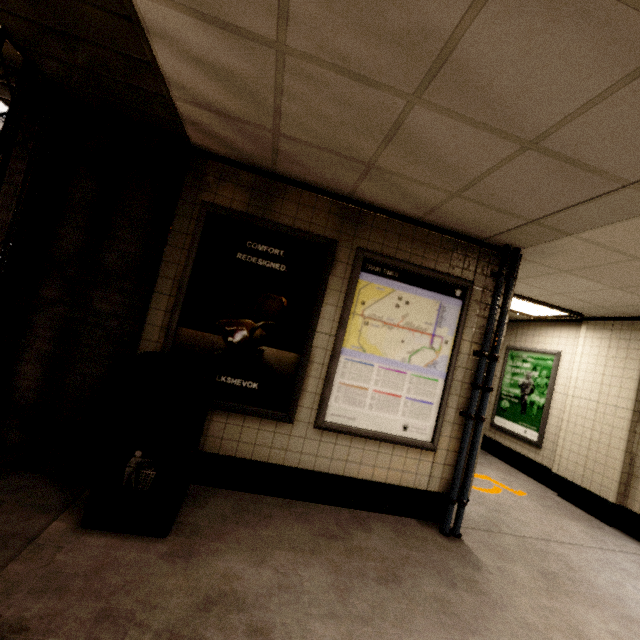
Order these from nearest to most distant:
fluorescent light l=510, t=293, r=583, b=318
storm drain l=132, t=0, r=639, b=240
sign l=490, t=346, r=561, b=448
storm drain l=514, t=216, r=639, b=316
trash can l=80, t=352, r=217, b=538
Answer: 1. storm drain l=132, t=0, r=639, b=240
2. trash can l=80, t=352, r=217, b=538
3. storm drain l=514, t=216, r=639, b=316
4. fluorescent light l=510, t=293, r=583, b=318
5. sign l=490, t=346, r=561, b=448

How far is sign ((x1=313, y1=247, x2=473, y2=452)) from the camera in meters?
3.1

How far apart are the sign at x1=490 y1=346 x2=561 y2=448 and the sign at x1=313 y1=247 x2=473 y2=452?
3.8 meters

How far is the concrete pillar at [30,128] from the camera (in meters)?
2.58

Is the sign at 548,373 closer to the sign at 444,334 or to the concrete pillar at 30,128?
the sign at 444,334

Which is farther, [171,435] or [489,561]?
[489,561]

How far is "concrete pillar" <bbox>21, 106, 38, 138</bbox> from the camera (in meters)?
2.58

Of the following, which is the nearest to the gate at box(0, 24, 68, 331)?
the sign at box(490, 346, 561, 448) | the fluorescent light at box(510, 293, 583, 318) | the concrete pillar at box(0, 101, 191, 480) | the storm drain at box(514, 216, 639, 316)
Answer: the concrete pillar at box(0, 101, 191, 480)
